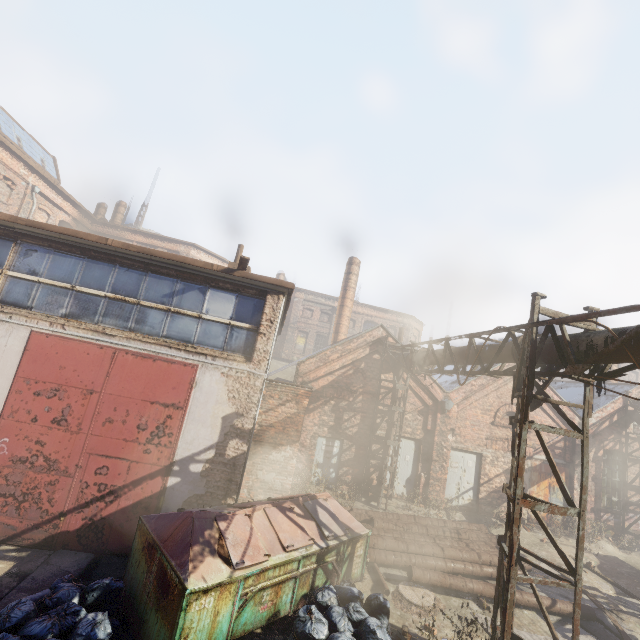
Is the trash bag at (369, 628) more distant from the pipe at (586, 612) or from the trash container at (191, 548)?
Result: the pipe at (586, 612)

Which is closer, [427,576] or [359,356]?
[427,576]

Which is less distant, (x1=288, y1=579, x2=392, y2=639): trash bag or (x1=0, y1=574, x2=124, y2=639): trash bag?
(x1=0, y1=574, x2=124, y2=639): trash bag

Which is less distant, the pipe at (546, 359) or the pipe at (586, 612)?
the pipe at (546, 359)

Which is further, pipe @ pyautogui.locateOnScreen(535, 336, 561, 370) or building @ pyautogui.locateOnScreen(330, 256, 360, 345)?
building @ pyautogui.locateOnScreen(330, 256, 360, 345)

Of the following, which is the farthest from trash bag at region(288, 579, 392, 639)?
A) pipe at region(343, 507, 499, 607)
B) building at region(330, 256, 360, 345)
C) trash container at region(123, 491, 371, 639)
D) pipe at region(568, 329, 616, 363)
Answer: building at region(330, 256, 360, 345)

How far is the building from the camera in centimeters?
2105cm

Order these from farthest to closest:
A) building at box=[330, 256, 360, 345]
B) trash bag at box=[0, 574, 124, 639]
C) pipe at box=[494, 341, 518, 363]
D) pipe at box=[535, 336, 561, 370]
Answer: building at box=[330, 256, 360, 345], pipe at box=[494, 341, 518, 363], pipe at box=[535, 336, 561, 370], trash bag at box=[0, 574, 124, 639]
